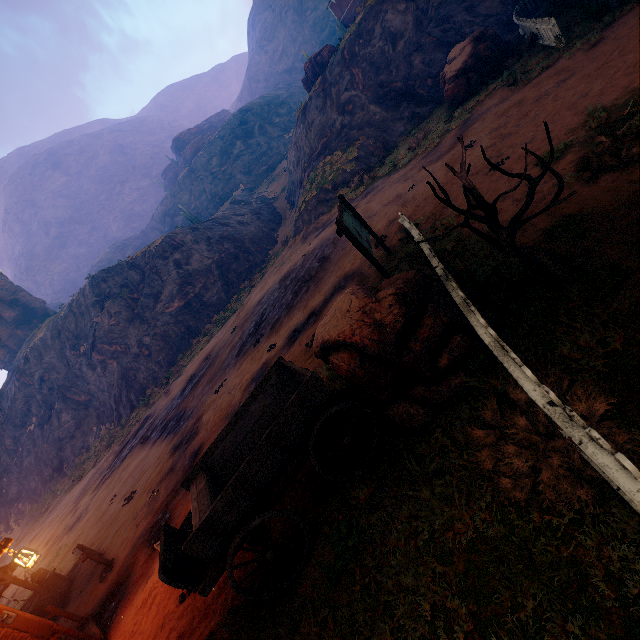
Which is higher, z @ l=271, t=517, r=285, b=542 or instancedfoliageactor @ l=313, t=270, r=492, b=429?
instancedfoliageactor @ l=313, t=270, r=492, b=429

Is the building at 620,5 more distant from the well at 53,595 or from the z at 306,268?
the well at 53,595

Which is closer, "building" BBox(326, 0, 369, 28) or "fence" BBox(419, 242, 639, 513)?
"fence" BBox(419, 242, 639, 513)

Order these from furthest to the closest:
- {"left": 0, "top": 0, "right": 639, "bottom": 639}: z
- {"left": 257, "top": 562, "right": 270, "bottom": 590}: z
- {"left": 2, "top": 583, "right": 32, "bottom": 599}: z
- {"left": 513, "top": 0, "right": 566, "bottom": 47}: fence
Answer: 1. {"left": 2, "top": 583, "right": 32, "bottom": 599}: z
2. {"left": 513, "top": 0, "right": 566, "bottom": 47}: fence
3. {"left": 257, "top": 562, "right": 270, "bottom": 590}: z
4. {"left": 0, "top": 0, "right": 639, "bottom": 639}: z

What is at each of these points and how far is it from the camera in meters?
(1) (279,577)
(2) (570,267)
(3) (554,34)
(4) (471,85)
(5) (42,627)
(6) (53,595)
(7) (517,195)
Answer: (1) z, 4.7 m
(2) instancedfoliageactor, 4.5 m
(3) fence, 11.4 m
(4) instancedfoliageactor, 15.6 m
(5) bp, 6.6 m
(6) well, 10.5 m
(7) z, 6.9 m

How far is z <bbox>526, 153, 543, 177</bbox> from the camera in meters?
7.0 m

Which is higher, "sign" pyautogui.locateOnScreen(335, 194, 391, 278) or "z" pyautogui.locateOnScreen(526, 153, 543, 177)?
"sign" pyautogui.locateOnScreen(335, 194, 391, 278)

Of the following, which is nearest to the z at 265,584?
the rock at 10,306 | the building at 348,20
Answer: the building at 348,20
